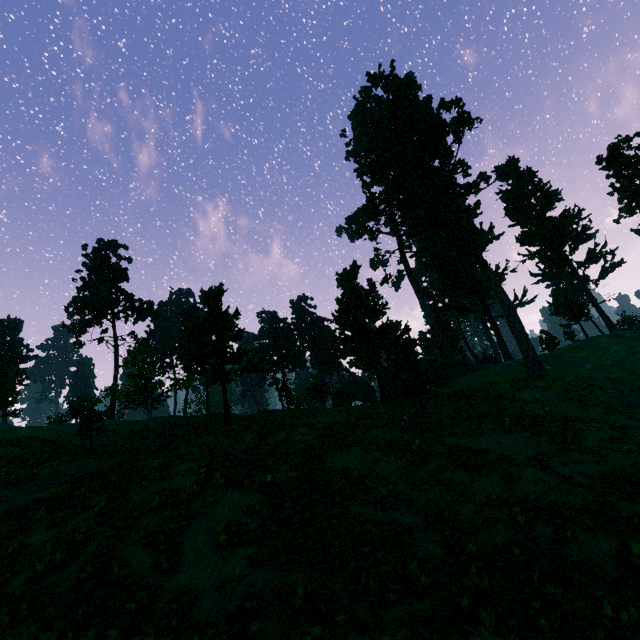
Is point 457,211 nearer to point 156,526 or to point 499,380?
point 499,380

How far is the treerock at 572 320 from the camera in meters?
48.8 m

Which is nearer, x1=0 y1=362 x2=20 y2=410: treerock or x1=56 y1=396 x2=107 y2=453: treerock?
x1=56 y1=396 x2=107 y2=453: treerock

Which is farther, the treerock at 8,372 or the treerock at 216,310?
the treerock at 8,372

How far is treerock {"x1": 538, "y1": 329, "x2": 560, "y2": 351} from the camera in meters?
53.1 m

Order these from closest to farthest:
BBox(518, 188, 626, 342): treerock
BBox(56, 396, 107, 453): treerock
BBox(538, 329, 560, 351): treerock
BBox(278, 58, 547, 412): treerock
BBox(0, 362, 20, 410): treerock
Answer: BBox(56, 396, 107, 453): treerock, BBox(278, 58, 547, 412): treerock, BBox(0, 362, 20, 410): treerock, BBox(518, 188, 626, 342): treerock, BBox(538, 329, 560, 351): treerock
